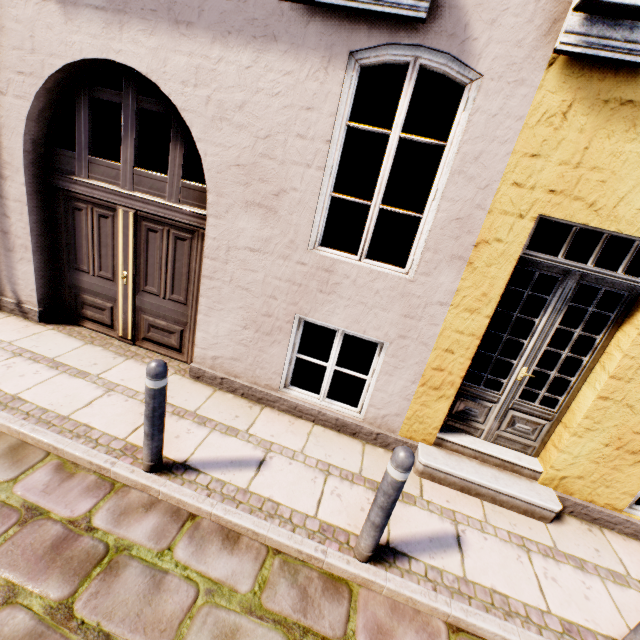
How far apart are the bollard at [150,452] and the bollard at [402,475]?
1.8 meters

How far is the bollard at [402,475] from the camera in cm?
222

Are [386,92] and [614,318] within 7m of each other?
no

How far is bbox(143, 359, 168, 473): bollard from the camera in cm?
251

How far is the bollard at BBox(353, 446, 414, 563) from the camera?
2.22m

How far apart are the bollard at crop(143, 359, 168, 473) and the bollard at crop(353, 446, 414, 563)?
1.84m
